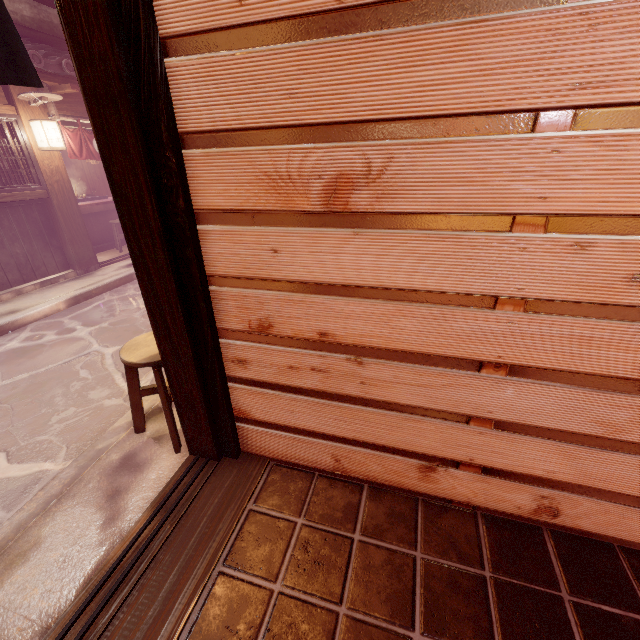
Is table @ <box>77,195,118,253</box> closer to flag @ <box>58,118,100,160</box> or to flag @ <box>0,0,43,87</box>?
flag @ <box>58,118,100,160</box>

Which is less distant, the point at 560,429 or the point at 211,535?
the point at 560,429

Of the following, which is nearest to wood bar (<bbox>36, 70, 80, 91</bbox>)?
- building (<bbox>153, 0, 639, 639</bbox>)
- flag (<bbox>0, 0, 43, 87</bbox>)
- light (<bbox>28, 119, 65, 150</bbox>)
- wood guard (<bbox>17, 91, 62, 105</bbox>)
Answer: wood guard (<bbox>17, 91, 62, 105</bbox>)

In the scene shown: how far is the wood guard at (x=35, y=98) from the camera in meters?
9.0

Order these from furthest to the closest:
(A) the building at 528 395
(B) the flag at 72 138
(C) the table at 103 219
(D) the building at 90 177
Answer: (D) the building at 90 177, (C) the table at 103 219, (B) the flag at 72 138, (A) the building at 528 395

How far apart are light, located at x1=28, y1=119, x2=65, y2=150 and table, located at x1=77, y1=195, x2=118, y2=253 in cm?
417

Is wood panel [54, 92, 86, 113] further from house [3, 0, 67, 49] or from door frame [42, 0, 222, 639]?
door frame [42, 0, 222, 639]

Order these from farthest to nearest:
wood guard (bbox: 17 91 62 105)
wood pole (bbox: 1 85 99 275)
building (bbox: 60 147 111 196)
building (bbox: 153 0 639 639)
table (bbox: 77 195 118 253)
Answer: building (bbox: 60 147 111 196), table (bbox: 77 195 118 253), wood pole (bbox: 1 85 99 275), wood guard (bbox: 17 91 62 105), building (bbox: 153 0 639 639)
